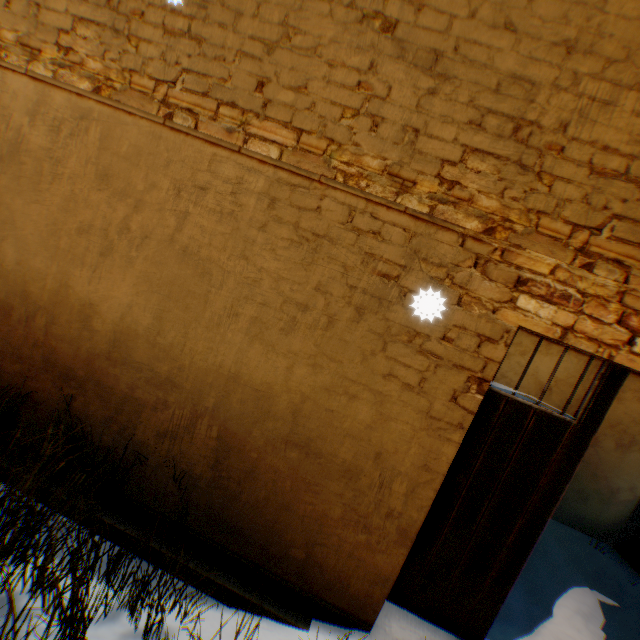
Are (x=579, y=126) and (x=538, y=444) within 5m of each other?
yes
